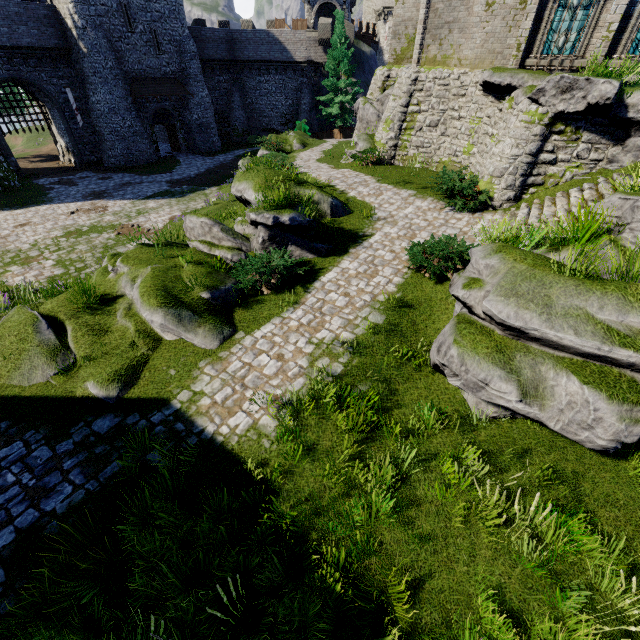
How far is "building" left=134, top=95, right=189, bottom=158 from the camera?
30.09m

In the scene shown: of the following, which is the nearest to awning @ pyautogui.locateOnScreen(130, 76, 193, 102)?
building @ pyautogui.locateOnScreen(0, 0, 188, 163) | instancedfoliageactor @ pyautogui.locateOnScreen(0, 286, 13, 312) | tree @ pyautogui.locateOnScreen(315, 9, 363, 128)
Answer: building @ pyautogui.locateOnScreen(0, 0, 188, 163)

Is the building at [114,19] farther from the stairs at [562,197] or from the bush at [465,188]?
the stairs at [562,197]

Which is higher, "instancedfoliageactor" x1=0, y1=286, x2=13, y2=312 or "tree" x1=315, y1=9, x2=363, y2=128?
"tree" x1=315, y1=9, x2=363, y2=128

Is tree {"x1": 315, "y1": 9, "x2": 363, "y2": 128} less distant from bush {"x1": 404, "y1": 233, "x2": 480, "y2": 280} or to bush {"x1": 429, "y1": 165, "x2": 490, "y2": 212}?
bush {"x1": 429, "y1": 165, "x2": 490, "y2": 212}

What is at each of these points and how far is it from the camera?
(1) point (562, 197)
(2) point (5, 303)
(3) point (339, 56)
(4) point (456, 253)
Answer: (1) stairs, 10.9m
(2) instancedfoliageactor, 11.0m
(3) tree, 31.0m
(4) bush, 8.9m

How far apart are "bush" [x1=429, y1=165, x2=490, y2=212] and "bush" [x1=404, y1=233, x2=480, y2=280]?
3.0 meters

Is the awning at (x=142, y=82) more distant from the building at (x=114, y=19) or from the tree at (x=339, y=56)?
→ the tree at (x=339, y=56)
